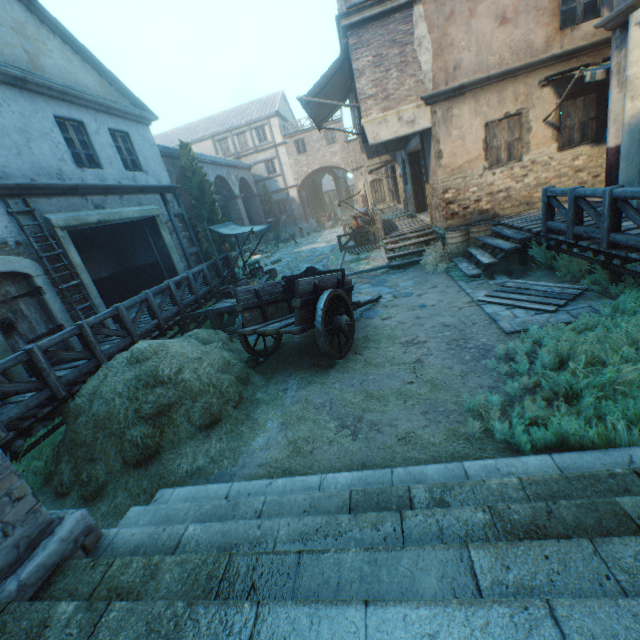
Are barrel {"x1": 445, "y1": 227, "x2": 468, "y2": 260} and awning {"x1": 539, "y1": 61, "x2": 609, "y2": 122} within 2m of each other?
no

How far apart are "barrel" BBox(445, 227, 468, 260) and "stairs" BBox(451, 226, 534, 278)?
0.0m

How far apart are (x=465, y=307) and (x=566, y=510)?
5.4m

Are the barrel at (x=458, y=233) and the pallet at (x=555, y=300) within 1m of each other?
no

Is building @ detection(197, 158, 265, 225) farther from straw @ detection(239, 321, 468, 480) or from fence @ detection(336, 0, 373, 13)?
straw @ detection(239, 321, 468, 480)

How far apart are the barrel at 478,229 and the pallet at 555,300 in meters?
2.7 m

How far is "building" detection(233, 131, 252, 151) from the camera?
31.8 meters

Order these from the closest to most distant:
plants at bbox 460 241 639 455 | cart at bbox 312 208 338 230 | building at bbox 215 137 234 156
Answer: plants at bbox 460 241 639 455 < building at bbox 215 137 234 156 < cart at bbox 312 208 338 230
